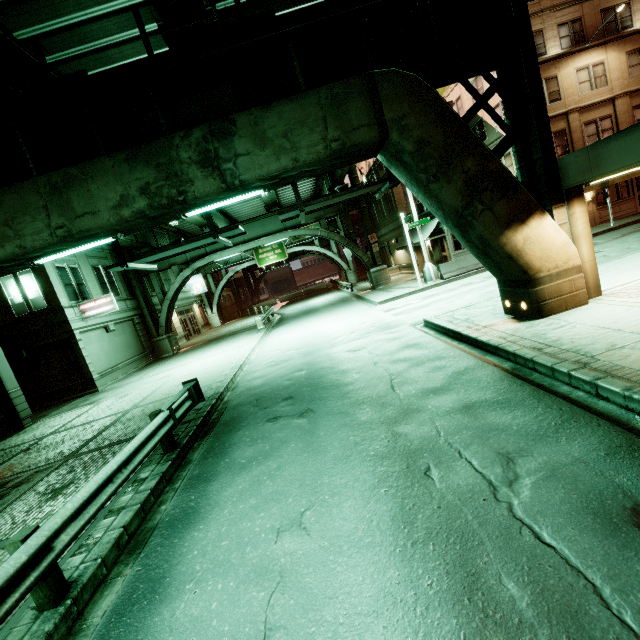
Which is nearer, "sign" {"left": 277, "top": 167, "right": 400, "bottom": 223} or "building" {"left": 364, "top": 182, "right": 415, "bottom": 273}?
"sign" {"left": 277, "top": 167, "right": 400, "bottom": 223}

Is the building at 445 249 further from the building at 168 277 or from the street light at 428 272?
the building at 168 277

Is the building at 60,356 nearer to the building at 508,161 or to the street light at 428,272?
the street light at 428,272

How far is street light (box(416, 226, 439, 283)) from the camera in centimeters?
2069cm

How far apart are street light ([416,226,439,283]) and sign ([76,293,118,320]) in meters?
19.5

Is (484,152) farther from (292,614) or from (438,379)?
(292,614)

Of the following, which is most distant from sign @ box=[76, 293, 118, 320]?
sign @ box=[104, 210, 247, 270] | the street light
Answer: the street light

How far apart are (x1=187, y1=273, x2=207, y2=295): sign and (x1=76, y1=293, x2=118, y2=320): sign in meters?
19.8 m
